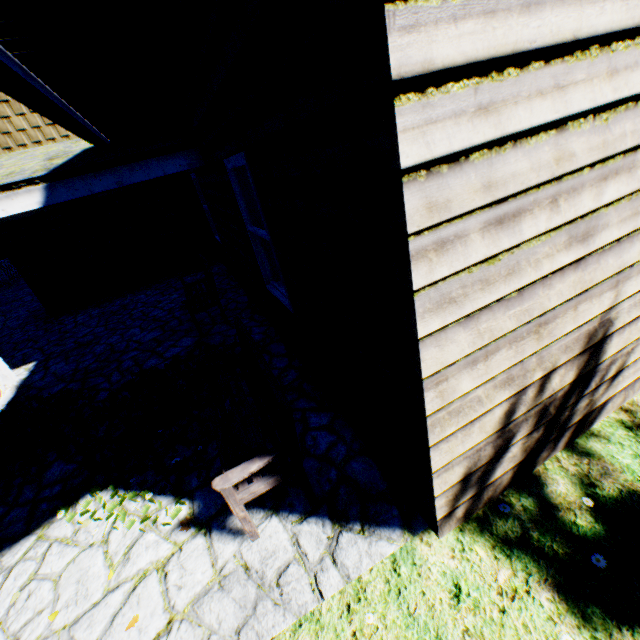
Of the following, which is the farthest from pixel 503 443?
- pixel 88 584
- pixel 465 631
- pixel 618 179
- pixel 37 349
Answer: pixel 37 349

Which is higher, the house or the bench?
the bench

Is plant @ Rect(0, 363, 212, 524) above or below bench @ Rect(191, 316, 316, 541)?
below

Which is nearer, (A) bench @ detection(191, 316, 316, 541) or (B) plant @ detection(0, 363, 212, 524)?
(A) bench @ detection(191, 316, 316, 541)

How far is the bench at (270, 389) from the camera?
2.2 meters

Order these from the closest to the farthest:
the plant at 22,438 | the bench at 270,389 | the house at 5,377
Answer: the bench at 270,389 → the plant at 22,438 → the house at 5,377

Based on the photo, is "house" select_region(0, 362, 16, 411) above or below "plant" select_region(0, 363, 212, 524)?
above

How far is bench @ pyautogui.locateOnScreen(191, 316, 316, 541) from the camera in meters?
2.2 m
